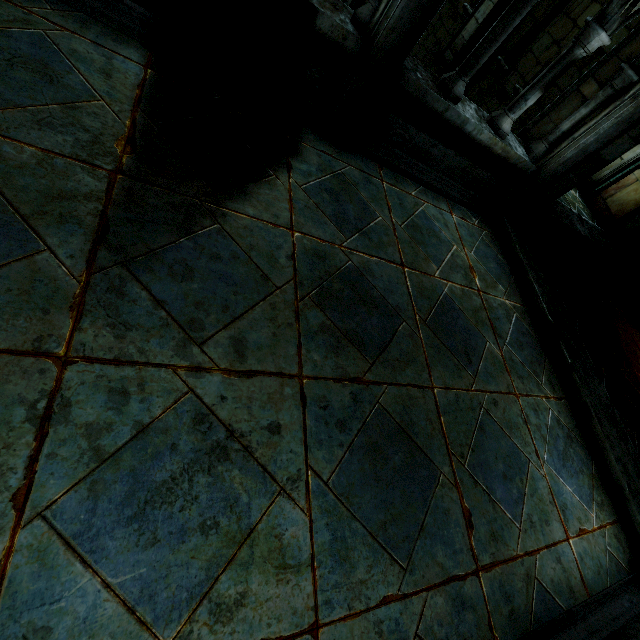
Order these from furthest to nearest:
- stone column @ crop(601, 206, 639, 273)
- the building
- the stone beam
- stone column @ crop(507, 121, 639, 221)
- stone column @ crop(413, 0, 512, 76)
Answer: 1. stone column @ crop(601, 206, 639, 273)
2. stone column @ crop(413, 0, 512, 76)
3. the stone beam
4. stone column @ crop(507, 121, 639, 221)
5. the building

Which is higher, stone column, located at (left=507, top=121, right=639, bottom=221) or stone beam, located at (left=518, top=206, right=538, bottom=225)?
stone column, located at (left=507, top=121, right=639, bottom=221)

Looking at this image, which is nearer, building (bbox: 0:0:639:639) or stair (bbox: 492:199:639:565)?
building (bbox: 0:0:639:639)

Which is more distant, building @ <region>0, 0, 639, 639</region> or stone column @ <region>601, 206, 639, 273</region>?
stone column @ <region>601, 206, 639, 273</region>

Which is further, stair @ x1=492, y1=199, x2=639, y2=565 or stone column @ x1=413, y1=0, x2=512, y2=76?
stone column @ x1=413, y1=0, x2=512, y2=76

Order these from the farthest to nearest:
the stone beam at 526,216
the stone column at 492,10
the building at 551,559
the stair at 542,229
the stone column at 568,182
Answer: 1. the stone column at 492,10
2. the stone beam at 526,216
3. the stone column at 568,182
4. the stair at 542,229
5. the building at 551,559

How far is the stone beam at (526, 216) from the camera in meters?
5.3

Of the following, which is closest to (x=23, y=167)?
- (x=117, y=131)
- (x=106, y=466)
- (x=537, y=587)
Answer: (x=117, y=131)
